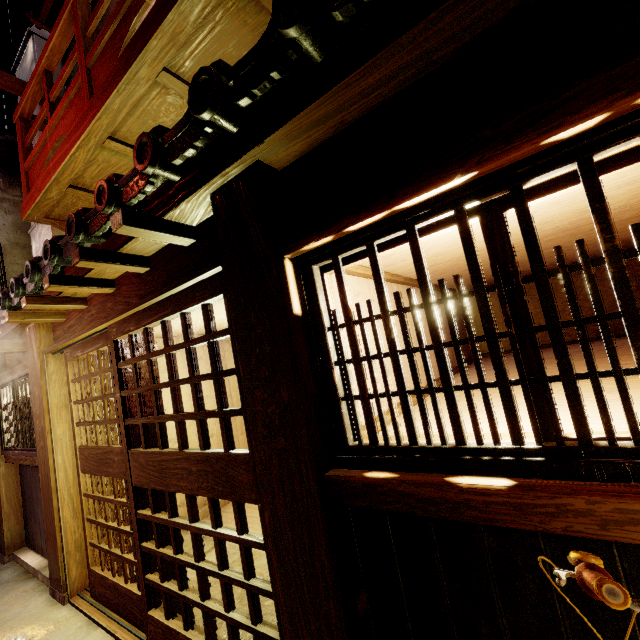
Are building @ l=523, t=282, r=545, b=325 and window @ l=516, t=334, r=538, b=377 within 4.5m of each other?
no

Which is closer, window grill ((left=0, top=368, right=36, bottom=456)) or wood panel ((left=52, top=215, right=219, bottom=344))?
wood panel ((left=52, top=215, right=219, bottom=344))

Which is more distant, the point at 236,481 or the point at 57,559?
the point at 57,559

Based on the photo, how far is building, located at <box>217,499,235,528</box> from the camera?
8.6 meters

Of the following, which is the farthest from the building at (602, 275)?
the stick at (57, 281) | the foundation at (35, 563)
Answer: the foundation at (35, 563)

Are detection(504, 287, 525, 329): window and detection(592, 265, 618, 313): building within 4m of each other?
no

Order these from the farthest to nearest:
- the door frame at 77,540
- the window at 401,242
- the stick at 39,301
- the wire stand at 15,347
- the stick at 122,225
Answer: the wire stand at 15,347 → the stick at 39,301 → the door frame at 77,540 → the stick at 122,225 → the window at 401,242

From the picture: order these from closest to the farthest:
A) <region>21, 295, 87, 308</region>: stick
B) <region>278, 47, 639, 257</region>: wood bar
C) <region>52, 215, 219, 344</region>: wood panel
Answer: <region>278, 47, 639, 257</region>: wood bar → <region>52, 215, 219, 344</region>: wood panel → <region>21, 295, 87, 308</region>: stick
